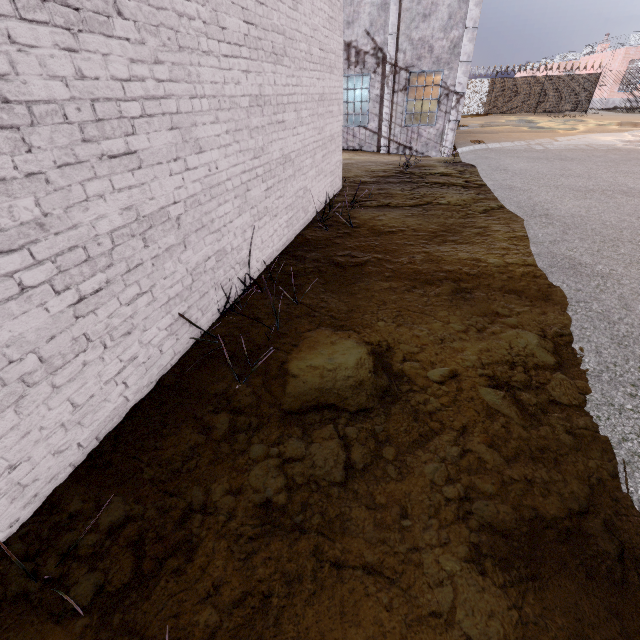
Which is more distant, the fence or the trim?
the fence

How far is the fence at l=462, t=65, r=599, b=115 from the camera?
27.6 meters

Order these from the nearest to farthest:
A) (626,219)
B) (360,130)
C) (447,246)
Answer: (447,246) → (626,219) → (360,130)

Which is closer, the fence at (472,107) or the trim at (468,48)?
the trim at (468,48)

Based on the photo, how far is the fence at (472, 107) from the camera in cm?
2758
